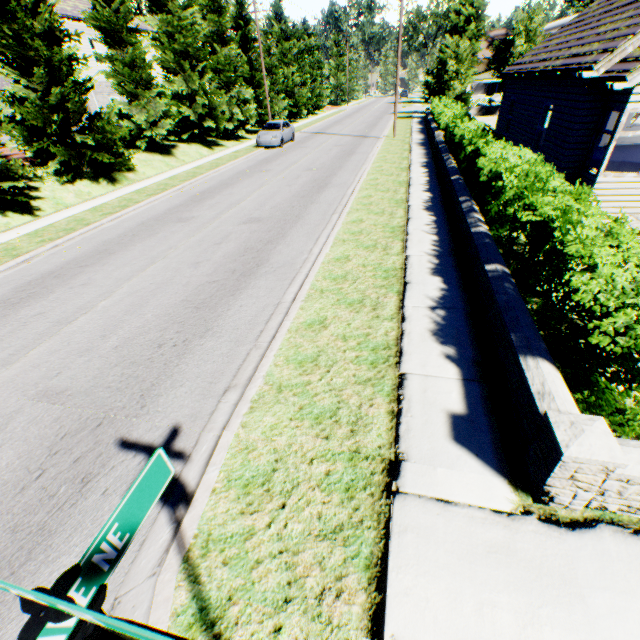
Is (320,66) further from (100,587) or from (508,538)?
(100,587)

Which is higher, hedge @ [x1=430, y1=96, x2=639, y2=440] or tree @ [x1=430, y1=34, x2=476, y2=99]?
tree @ [x1=430, y1=34, x2=476, y2=99]

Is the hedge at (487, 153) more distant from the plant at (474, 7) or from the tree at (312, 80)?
the plant at (474, 7)

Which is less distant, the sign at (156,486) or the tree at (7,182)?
the sign at (156,486)

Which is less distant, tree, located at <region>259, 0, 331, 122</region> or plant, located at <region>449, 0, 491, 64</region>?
plant, located at <region>449, 0, 491, 64</region>

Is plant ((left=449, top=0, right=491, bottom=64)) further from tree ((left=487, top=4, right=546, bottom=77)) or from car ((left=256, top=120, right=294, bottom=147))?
car ((left=256, top=120, right=294, bottom=147))

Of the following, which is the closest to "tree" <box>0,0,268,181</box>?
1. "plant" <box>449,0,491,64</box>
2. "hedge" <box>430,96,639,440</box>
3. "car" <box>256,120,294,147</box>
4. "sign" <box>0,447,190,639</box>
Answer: "car" <box>256,120,294,147</box>

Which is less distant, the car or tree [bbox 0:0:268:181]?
tree [bbox 0:0:268:181]
